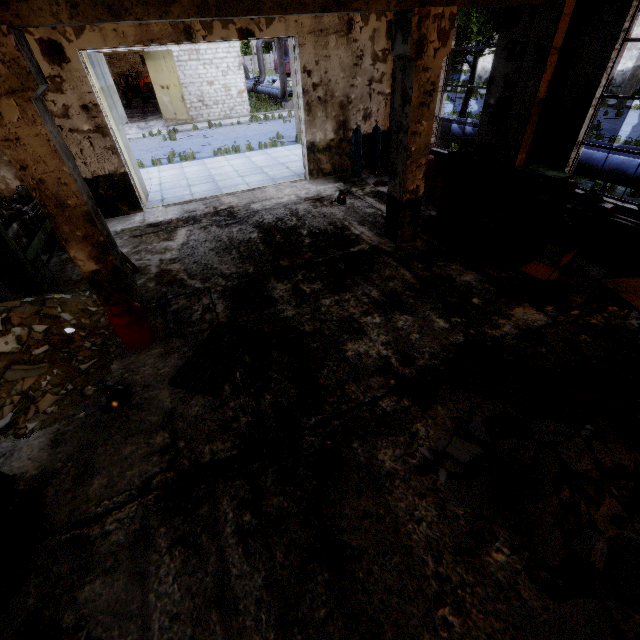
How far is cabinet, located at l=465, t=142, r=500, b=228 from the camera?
6.76m

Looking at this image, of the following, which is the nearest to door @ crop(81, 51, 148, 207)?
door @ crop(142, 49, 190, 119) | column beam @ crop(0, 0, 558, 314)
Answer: column beam @ crop(0, 0, 558, 314)

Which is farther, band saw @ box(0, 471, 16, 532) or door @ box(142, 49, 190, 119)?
door @ box(142, 49, 190, 119)

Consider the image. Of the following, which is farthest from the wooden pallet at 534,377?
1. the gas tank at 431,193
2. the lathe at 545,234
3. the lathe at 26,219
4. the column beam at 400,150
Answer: the lathe at 26,219

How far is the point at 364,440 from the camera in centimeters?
376cm

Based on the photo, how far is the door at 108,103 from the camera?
8.4m

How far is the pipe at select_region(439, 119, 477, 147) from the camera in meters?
10.9

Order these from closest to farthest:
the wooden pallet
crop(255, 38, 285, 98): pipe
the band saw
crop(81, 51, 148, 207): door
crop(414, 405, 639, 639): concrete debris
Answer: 1. crop(414, 405, 639, 639): concrete debris
2. the band saw
3. the wooden pallet
4. crop(81, 51, 148, 207): door
5. crop(255, 38, 285, 98): pipe
